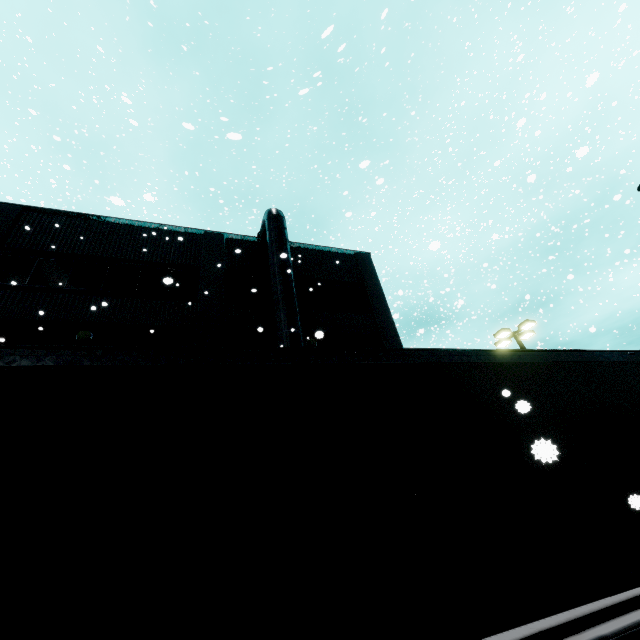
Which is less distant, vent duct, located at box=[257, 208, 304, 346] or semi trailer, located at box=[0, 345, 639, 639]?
semi trailer, located at box=[0, 345, 639, 639]

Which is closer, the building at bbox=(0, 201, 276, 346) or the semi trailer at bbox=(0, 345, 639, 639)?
the semi trailer at bbox=(0, 345, 639, 639)

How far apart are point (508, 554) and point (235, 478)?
2.8 meters

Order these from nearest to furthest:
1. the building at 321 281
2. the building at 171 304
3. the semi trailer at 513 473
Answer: the semi trailer at 513 473 < the building at 171 304 < the building at 321 281

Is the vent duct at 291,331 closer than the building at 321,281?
Yes

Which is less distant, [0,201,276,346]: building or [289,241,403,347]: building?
[0,201,276,346]: building

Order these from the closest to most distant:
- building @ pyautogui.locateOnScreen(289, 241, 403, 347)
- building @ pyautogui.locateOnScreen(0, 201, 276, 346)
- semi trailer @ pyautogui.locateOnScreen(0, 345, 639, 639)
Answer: semi trailer @ pyautogui.locateOnScreen(0, 345, 639, 639) < building @ pyautogui.locateOnScreen(0, 201, 276, 346) < building @ pyautogui.locateOnScreen(289, 241, 403, 347)

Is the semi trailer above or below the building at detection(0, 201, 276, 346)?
below
